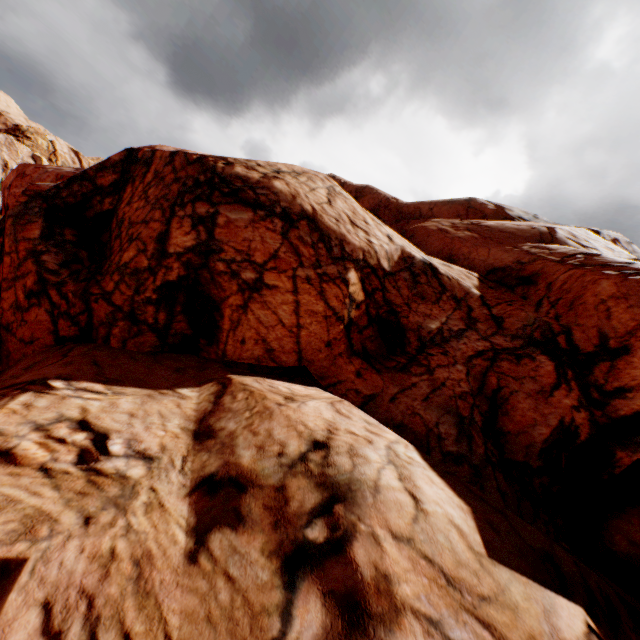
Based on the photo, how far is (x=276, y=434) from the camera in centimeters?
522cm
